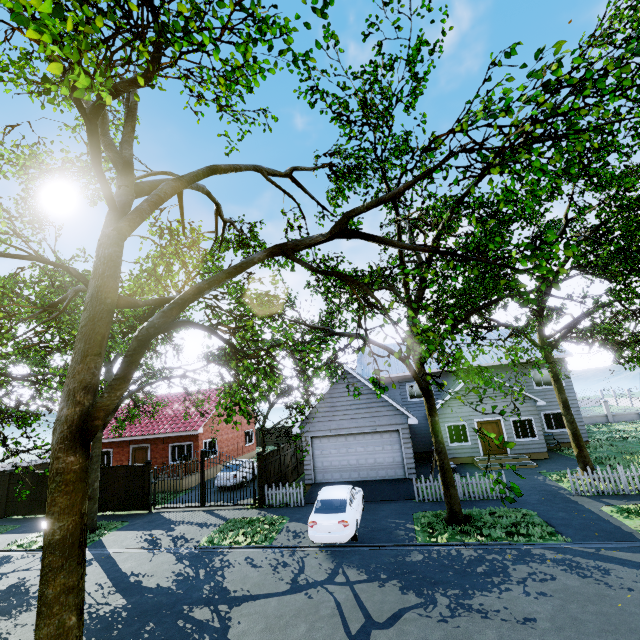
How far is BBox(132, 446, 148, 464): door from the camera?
24.32m

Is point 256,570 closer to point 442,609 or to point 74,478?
point 442,609

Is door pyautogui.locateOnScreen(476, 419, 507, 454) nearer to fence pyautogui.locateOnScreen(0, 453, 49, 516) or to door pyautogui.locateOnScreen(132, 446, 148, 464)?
fence pyautogui.locateOnScreen(0, 453, 49, 516)

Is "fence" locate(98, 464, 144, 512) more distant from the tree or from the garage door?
the garage door

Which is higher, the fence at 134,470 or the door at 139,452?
the door at 139,452

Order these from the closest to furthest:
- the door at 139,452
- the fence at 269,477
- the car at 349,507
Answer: the car at 349,507 → the fence at 269,477 → the door at 139,452

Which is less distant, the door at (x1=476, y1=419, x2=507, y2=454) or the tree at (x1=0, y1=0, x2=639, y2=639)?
the tree at (x1=0, y1=0, x2=639, y2=639)

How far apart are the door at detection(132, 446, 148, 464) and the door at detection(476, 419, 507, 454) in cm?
2363
